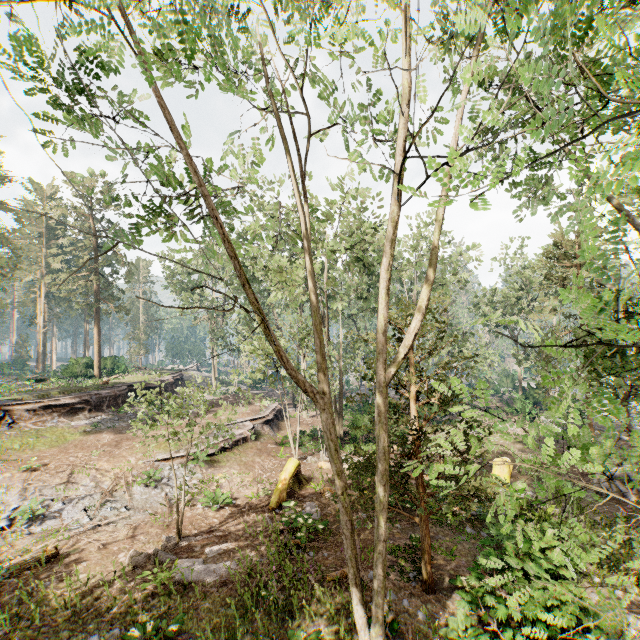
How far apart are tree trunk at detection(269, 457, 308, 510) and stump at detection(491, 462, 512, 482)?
9.0 meters

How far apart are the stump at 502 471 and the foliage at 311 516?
7.9 meters

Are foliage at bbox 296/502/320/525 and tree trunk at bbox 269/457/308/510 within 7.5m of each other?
yes

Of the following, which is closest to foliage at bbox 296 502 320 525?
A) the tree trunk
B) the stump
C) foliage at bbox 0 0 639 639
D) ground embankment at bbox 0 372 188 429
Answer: the tree trunk

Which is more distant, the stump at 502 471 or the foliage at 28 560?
the stump at 502 471

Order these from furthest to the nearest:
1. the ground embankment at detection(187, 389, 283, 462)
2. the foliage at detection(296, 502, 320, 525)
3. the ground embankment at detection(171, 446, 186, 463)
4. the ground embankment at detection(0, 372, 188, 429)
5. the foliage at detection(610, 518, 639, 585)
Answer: the ground embankment at detection(0, 372, 188, 429) → the ground embankment at detection(187, 389, 283, 462) → the ground embankment at detection(171, 446, 186, 463) → the foliage at detection(296, 502, 320, 525) → the foliage at detection(610, 518, 639, 585)

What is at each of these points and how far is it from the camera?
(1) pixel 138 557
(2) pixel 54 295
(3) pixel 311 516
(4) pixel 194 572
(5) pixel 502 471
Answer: (1) foliage, 10.8 meters
(2) foliage, 57.0 meters
(3) foliage, 13.7 meters
(4) foliage, 10.4 meters
(5) stump, 15.6 meters

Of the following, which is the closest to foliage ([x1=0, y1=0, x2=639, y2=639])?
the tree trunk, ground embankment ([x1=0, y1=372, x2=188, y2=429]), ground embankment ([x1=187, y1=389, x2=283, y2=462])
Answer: ground embankment ([x1=187, y1=389, x2=283, y2=462])
